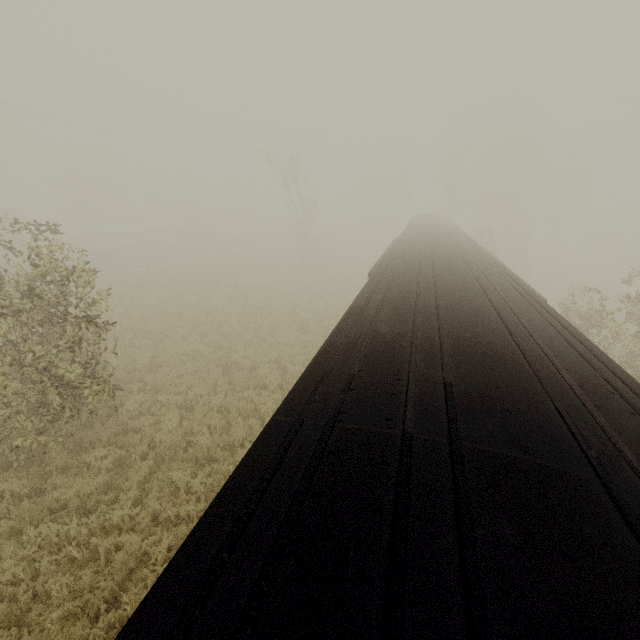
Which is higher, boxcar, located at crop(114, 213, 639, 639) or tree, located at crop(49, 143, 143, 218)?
boxcar, located at crop(114, 213, 639, 639)

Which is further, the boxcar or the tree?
the tree

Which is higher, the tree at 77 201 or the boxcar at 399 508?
the boxcar at 399 508

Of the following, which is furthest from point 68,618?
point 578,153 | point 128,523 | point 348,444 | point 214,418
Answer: point 578,153

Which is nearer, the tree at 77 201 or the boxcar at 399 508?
the boxcar at 399 508

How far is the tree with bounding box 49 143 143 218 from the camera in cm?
4431
